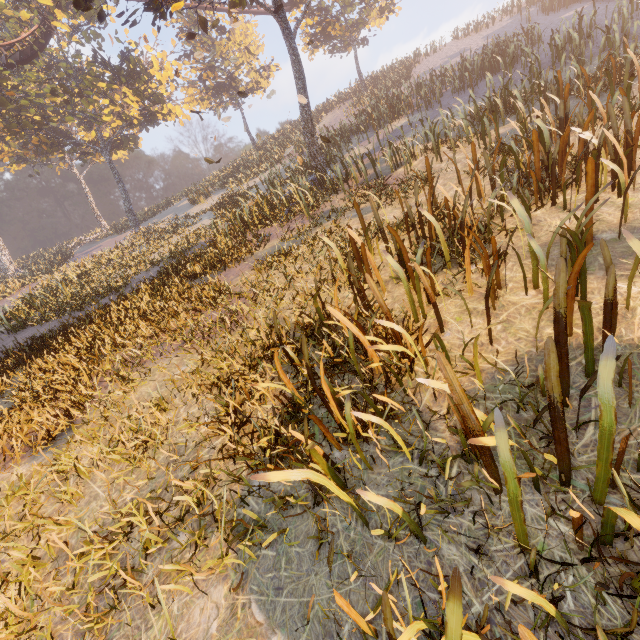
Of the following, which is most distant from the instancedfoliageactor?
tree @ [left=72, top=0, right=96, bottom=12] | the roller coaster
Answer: the roller coaster

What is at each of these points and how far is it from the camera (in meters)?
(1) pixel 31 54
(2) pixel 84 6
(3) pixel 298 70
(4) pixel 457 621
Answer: (1) roller coaster, 22.53
(2) tree, 8.26
(3) tree, 11.34
(4) instancedfoliageactor, 1.18

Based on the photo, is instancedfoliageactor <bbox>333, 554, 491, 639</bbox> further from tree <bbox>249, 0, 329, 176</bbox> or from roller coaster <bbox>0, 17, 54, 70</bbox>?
roller coaster <bbox>0, 17, 54, 70</bbox>

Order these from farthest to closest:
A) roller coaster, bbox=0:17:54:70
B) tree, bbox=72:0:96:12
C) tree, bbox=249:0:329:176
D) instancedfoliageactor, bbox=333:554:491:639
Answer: roller coaster, bbox=0:17:54:70 < tree, bbox=249:0:329:176 < tree, bbox=72:0:96:12 < instancedfoliageactor, bbox=333:554:491:639

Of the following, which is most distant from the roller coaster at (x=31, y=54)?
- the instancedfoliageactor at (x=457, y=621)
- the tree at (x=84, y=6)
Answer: the instancedfoliageactor at (x=457, y=621)

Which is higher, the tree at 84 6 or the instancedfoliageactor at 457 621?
the tree at 84 6

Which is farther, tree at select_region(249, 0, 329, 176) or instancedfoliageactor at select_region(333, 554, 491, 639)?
tree at select_region(249, 0, 329, 176)
